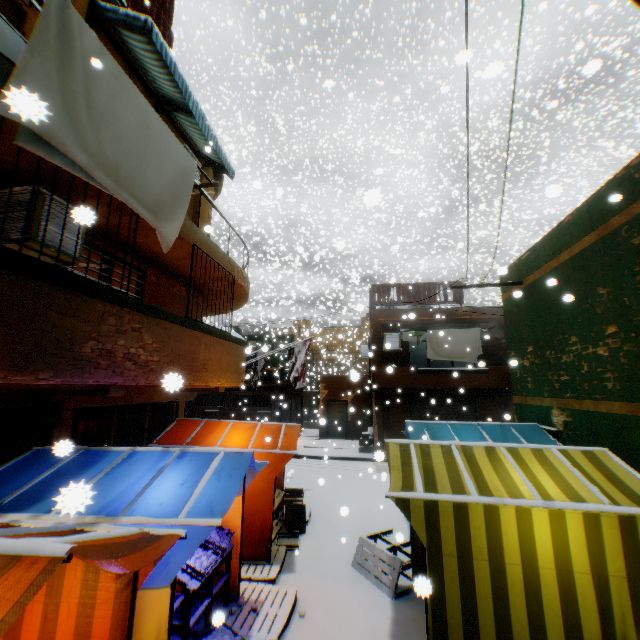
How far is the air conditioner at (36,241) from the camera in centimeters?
436cm

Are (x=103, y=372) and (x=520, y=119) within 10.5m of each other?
no

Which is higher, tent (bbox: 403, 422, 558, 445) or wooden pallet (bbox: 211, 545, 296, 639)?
tent (bbox: 403, 422, 558, 445)

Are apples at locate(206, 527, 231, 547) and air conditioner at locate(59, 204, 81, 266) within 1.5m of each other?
no

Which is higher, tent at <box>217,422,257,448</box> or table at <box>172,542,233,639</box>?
Answer: tent at <box>217,422,257,448</box>

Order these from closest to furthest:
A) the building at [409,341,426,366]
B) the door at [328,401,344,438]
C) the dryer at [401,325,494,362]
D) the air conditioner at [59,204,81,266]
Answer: the air conditioner at [59,204,81,266] < the dryer at [401,325,494,362] < the door at [328,401,344,438] < the building at [409,341,426,366]

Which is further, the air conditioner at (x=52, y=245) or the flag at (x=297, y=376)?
the flag at (x=297, y=376)

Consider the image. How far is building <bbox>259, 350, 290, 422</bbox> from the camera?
19.4 meters
